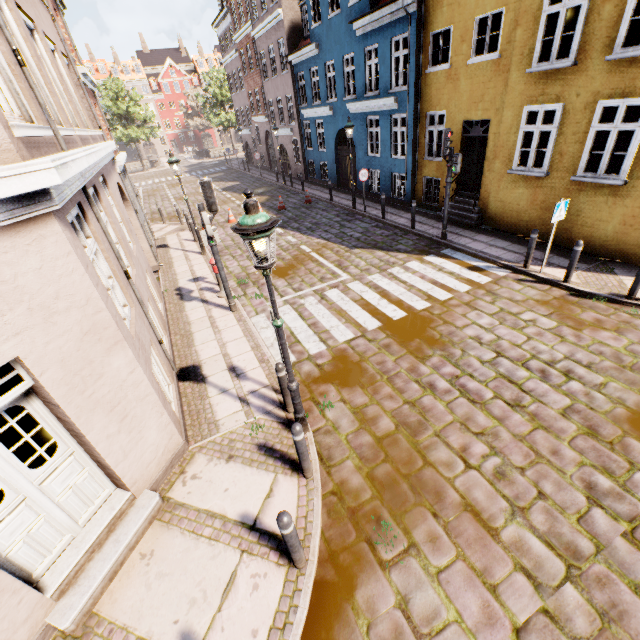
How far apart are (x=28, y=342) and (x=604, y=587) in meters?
6.5 m

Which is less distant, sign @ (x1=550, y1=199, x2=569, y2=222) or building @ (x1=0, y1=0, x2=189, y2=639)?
building @ (x1=0, y1=0, x2=189, y2=639)

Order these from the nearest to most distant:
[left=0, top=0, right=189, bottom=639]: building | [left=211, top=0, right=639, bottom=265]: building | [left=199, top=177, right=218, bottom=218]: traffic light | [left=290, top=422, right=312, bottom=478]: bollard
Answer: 1. [left=0, top=0, right=189, bottom=639]: building
2. [left=290, top=422, right=312, bottom=478]: bollard
3. [left=199, top=177, right=218, bottom=218]: traffic light
4. [left=211, top=0, right=639, bottom=265]: building

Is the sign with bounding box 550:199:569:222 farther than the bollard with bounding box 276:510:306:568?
Yes

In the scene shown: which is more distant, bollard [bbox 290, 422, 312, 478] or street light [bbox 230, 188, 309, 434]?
bollard [bbox 290, 422, 312, 478]

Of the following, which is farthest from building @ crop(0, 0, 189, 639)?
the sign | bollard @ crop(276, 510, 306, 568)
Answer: bollard @ crop(276, 510, 306, 568)

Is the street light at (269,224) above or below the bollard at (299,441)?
above

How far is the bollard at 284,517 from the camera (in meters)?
3.25
